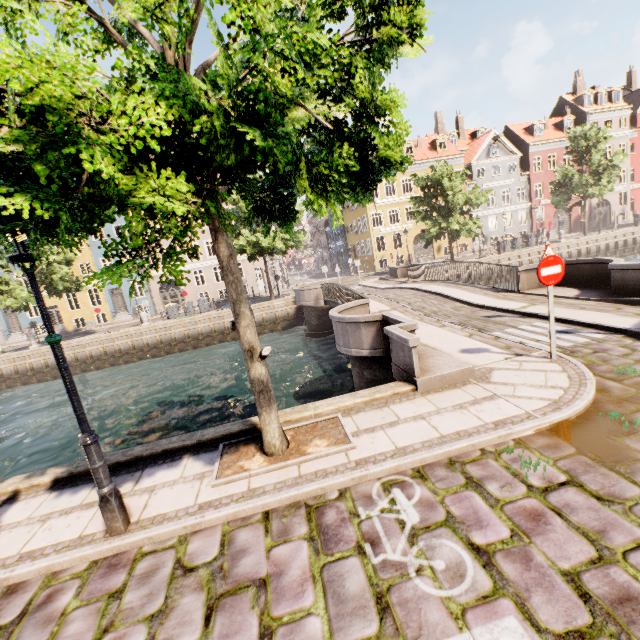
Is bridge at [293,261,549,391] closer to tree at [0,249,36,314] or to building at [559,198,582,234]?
tree at [0,249,36,314]

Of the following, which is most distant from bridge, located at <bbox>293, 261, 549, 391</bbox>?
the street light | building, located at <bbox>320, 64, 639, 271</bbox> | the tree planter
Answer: building, located at <bbox>320, 64, 639, 271</bbox>

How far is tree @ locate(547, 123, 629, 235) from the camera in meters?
27.2 m

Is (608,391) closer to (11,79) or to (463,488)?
(463,488)

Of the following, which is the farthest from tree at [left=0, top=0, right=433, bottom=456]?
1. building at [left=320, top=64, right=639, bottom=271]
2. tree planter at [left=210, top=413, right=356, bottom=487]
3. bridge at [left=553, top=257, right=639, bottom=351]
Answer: building at [left=320, top=64, right=639, bottom=271]

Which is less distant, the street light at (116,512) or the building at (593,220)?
the street light at (116,512)

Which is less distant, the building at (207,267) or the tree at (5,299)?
the tree at (5,299)

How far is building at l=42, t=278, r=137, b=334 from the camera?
31.20m
